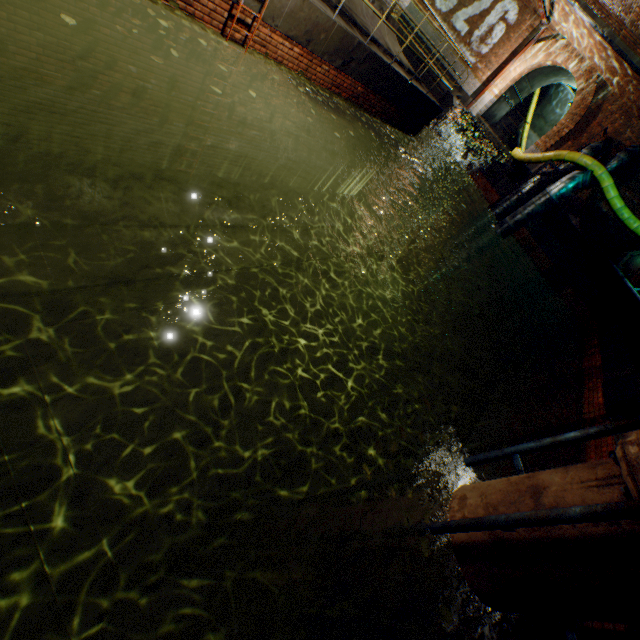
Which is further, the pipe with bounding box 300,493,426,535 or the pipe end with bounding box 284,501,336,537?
the pipe end with bounding box 284,501,336,537

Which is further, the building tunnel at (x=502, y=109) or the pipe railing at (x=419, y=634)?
the building tunnel at (x=502, y=109)

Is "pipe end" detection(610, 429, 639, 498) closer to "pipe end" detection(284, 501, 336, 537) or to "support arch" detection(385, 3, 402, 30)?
"pipe end" detection(284, 501, 336, 537)

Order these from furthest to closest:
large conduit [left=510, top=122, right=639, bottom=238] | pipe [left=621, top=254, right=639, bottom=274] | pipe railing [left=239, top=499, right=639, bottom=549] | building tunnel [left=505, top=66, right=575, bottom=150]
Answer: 1. building tunnel [left=505, top=66, right=575, bottom=150]
2. large conduit [left=510, top=122, right=639, bottom=238]
3. pipe [left=621, top=254, right=639, bottom=274]
4. pipe railing [left=239, top=499, right=639, bottom=549]

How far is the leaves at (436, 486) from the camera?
3.2 meters

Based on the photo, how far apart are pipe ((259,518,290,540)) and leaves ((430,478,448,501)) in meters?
2.7

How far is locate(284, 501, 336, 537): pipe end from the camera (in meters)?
4.70

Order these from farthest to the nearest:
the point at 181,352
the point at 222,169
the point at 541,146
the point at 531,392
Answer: the point at 541,146 → the point at 531,392 → the point at 222,169 → the point at 181,352
